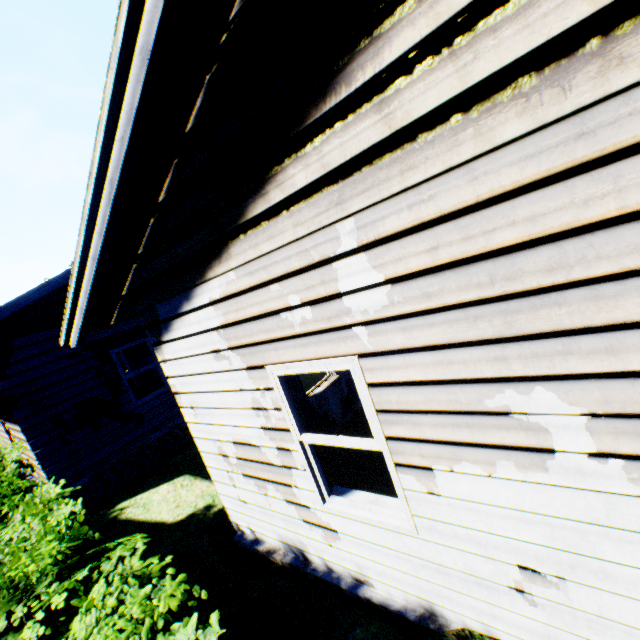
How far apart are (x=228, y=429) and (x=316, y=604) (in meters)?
1.98
